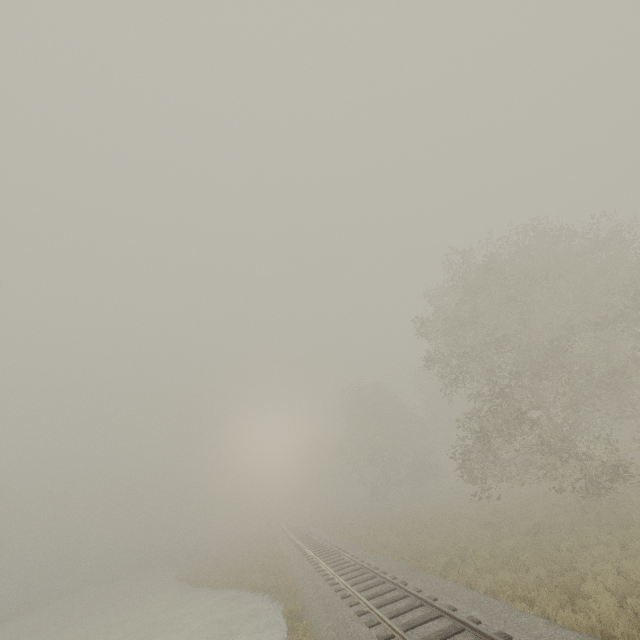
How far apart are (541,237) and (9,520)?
82.8 meters
